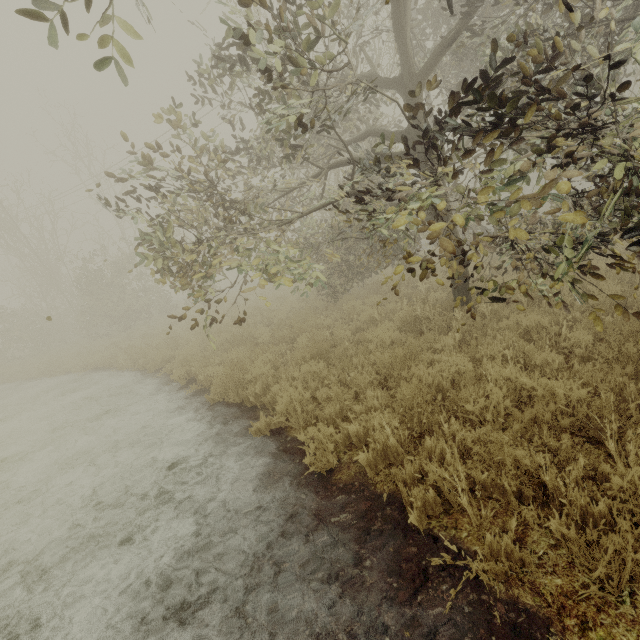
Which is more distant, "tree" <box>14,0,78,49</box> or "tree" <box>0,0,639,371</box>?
"tree" <box>0,0,639,371</box>

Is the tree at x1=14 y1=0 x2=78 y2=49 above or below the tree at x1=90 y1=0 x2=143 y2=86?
above

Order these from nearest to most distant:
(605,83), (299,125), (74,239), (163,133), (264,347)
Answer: (299,125), (264,347), (605,83), (163,133), (74,239)

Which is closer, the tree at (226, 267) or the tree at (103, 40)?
the tree at (103, 40)
